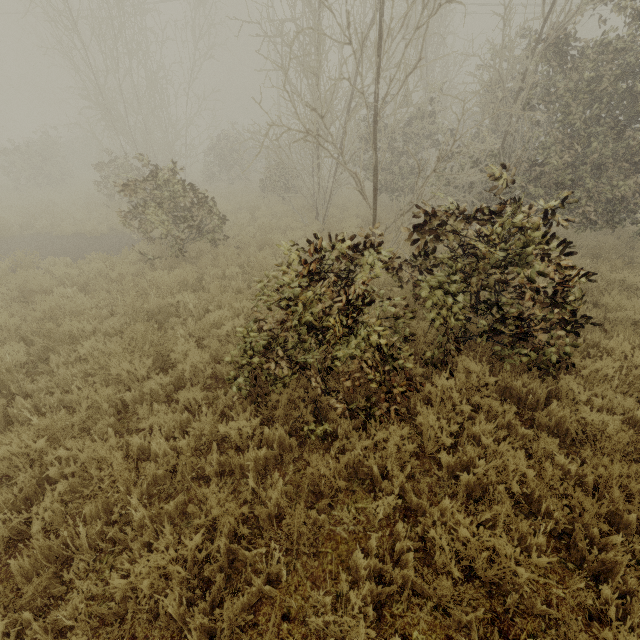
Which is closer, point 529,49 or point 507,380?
point 507,380
